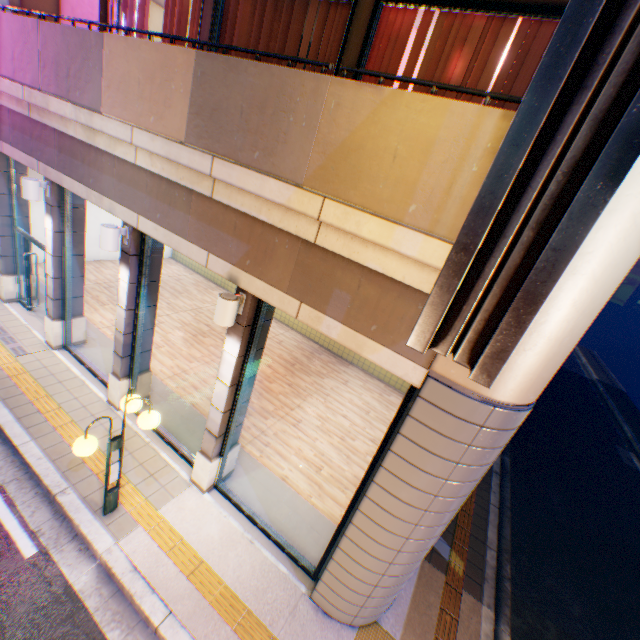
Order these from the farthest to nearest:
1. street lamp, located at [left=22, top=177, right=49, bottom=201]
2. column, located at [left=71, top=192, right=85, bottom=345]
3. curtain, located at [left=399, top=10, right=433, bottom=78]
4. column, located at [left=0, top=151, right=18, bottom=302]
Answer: column, located at [left=0, top=151, right=18, bottom=302] → column, located at [left=71, top=192, right=85, bottom=345] → street lamp, located at [left=22, top=177, right=49, bottom=201] → curtain, located at [left=399, top=10, right=433, bottom=78]

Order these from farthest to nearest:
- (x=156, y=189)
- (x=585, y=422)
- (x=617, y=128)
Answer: (x=585, y=422)
(x=156, y=189)
(x=617, y=128)

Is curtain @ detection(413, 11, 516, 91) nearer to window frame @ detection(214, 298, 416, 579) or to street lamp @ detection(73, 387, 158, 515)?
window frame @ detection(214, 298, 416, 579)

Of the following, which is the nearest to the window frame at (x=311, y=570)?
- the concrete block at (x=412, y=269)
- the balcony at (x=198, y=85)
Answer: the concrete block at (x=412, y=269)

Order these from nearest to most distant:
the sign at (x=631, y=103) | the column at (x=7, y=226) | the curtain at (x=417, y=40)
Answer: the sign at (x=631, y=103) < the curtain at (x=417, y=40) < the column at (x=7, y=226)

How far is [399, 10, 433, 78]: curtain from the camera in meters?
4.1 m

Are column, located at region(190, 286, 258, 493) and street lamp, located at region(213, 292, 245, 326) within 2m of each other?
yes

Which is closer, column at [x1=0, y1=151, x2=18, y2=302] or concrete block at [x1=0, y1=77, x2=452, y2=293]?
concrete block at [x1=0, y1=77, x2=452, y2=293]
